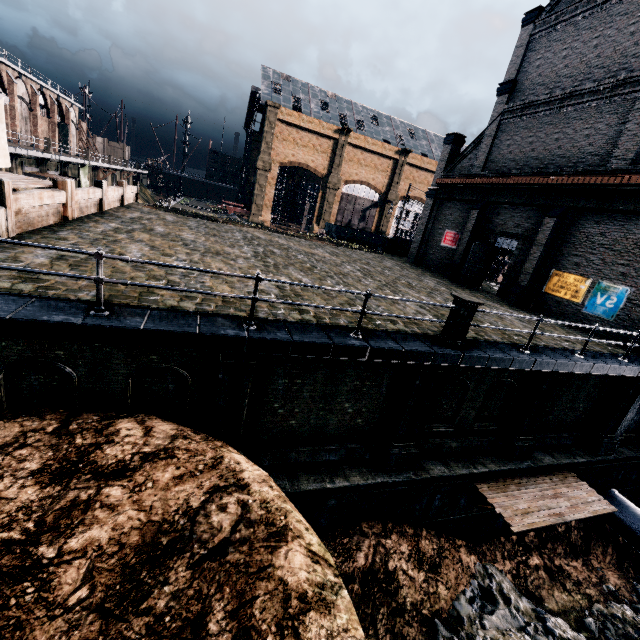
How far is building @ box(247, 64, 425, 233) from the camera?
51.4 meters

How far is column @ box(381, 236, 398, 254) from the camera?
34.8m

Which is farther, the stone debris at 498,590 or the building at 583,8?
the building at 583,8

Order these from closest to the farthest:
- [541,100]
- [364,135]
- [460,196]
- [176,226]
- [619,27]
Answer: [619,27] < [176,226] < [541,100] < [460,196] < [364,135]

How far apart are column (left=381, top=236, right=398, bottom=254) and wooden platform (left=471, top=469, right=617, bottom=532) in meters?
25.4 m

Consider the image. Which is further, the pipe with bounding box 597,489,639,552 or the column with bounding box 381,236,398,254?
the column with bounding box 381,236,398,254

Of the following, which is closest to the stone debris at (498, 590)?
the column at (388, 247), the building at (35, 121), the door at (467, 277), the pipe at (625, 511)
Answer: the pipe at (625, 511)

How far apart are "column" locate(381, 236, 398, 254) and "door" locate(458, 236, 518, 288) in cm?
1263
